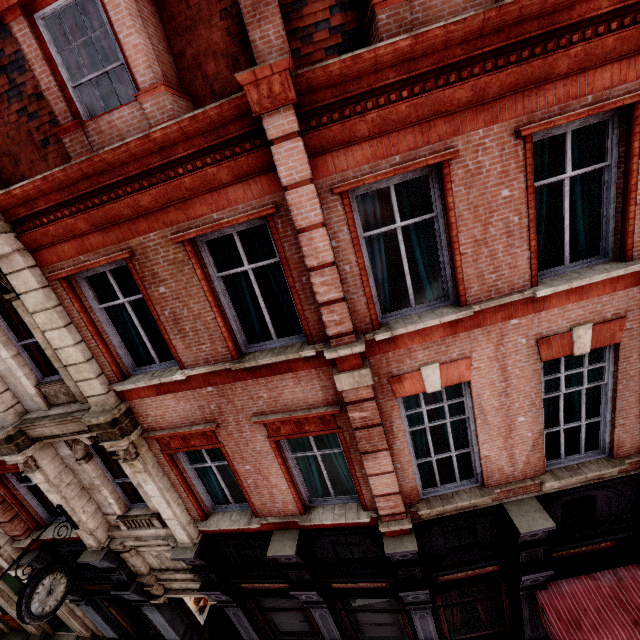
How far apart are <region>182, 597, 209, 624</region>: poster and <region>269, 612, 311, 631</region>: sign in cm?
321

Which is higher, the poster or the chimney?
the chimney

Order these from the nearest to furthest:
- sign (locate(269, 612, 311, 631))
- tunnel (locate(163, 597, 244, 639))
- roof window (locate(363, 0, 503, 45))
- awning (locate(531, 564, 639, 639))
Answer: roof window (locate(363, 0, 503, 45)) → awning (locate(531, 564, 639, 639)) → sign (locate(269, 612, 311, 631)) → tunnel (locate(163, 597, 244, 639))

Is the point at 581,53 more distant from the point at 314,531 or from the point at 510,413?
the point at 314,531

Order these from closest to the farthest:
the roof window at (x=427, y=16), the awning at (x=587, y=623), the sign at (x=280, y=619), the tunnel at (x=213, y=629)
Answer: the roof window at (x=427, y=16) → the awning at (x=587, y=623) → the sign at (x=280, y=619) → the tunnel at (x=213, y=629)

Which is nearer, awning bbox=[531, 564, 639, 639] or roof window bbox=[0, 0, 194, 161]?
roof window bbox=[0, 0, 194, 161]

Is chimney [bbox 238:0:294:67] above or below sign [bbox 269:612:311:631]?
above

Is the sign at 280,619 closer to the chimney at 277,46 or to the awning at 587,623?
the awning at 587,623
